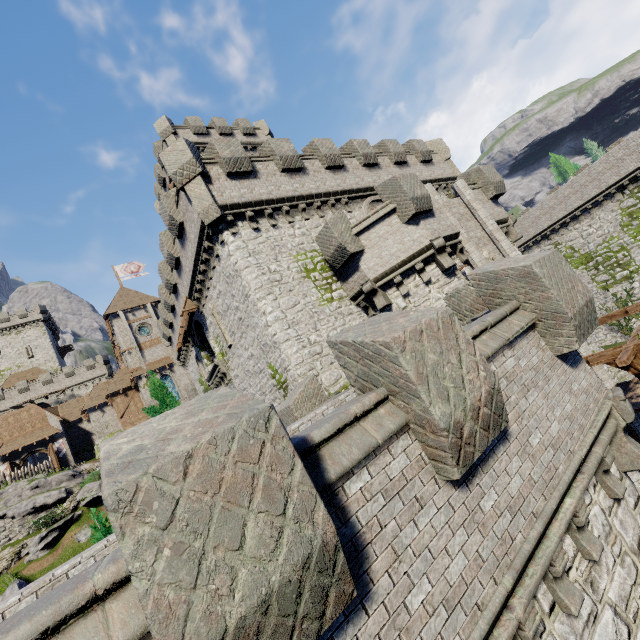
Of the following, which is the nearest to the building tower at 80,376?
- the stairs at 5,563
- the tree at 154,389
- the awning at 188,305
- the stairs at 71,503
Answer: the stairs at 71,503

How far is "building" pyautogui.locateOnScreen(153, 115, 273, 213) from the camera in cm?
2844

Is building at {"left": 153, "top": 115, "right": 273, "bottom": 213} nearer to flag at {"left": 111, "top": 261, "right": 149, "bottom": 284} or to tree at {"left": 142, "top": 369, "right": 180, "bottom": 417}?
tree at {"left": 142, "top": 369, "right": 180, "bottom": 417}

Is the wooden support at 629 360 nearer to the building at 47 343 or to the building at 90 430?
the building at 90 430

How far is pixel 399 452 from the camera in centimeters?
383cm

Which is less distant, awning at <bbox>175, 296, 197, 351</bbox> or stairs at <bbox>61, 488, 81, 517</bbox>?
awning at <bbox>175, 296, 197, 351</bbox>

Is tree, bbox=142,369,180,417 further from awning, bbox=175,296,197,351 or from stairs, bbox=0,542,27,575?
stairs, bbox=0,542,27,575

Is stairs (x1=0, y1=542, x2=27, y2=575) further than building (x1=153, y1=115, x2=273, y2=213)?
No
